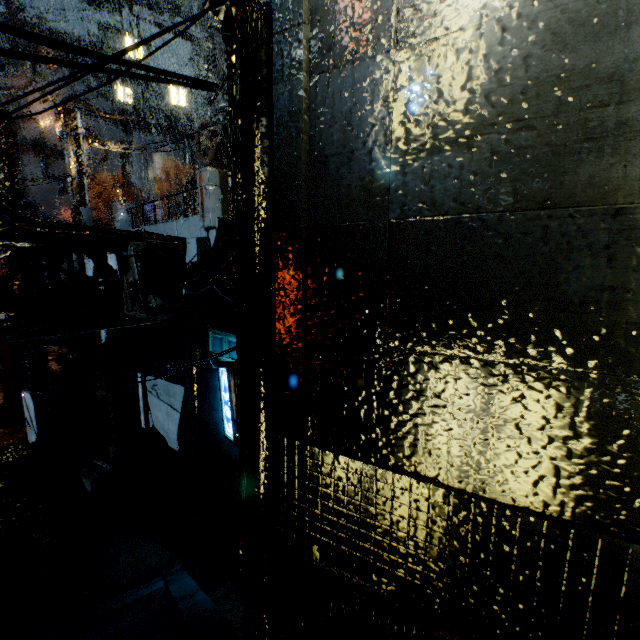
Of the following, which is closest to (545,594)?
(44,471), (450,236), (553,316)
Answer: (553,316)

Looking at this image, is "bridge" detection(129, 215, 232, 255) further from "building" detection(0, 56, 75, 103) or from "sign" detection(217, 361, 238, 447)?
"sign" detection(217, 361, 238, 447)

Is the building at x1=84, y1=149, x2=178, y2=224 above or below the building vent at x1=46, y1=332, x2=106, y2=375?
above

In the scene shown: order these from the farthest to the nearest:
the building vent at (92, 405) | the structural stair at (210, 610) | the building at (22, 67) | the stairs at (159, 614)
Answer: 1. the building at (22, 67)
2. the building vent at (92, 405)
3. the stairs at (159, 614)
4. the structural stair at (210, 610)

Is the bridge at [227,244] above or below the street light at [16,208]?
below

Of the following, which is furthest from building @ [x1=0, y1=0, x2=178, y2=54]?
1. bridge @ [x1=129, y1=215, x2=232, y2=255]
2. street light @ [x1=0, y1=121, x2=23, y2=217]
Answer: street light @ [x1=0, y1=121, x2=23, y2=217]

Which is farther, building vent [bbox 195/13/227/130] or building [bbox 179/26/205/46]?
building [bbox 179/26/205/46]

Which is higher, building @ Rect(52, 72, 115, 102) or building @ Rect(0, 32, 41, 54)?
building @ Rect(0, 32, 41, 54)
